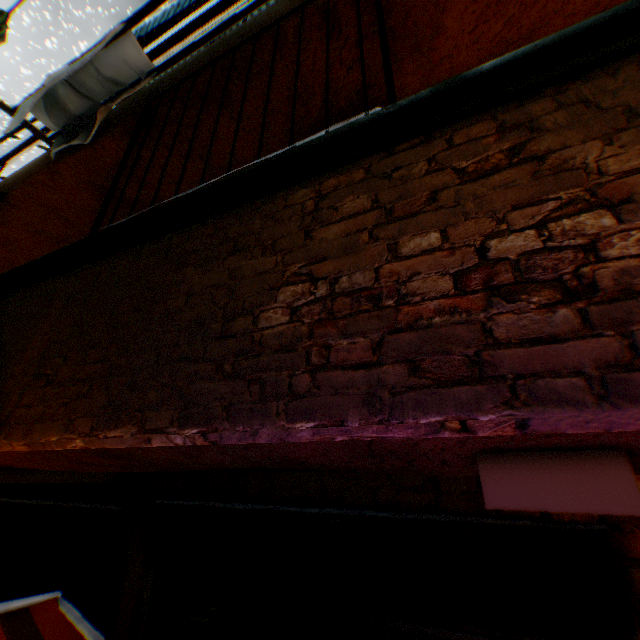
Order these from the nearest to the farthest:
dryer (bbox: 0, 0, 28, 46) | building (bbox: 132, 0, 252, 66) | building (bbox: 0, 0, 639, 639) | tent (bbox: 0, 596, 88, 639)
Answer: building (bbox: 0, 0, 639, 639) → tent (bbox: 0, 596, 88, 639) → dryer (bbox: 0, 0, 28, 46) → building (bbox: 132, 0, 252, 66)

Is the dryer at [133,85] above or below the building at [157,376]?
above

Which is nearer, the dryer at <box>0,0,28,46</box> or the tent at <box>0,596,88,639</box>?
the tent at <box>0,596,88,639</box>

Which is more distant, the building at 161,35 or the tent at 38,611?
the building at 161,35

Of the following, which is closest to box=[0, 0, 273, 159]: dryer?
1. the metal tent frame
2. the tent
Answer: the tent

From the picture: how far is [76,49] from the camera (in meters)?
12.06

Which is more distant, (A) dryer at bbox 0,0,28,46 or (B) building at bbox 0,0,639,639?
(A) dryer at bbox 0,0,28,46

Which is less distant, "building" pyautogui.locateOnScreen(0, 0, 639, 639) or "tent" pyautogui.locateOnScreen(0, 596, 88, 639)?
"building" pyautogui.locateOnScreen(0, 0, 639, 639)
